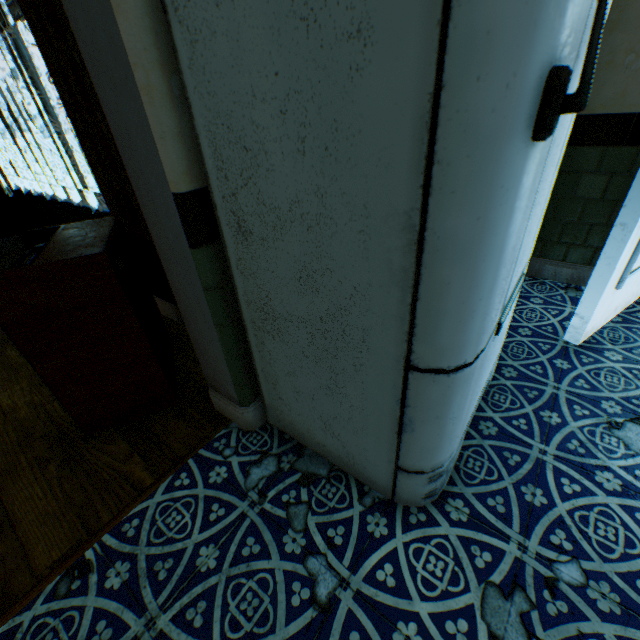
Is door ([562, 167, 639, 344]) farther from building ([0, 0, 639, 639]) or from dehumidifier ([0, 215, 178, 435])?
dehumidifier ([0, 215, 178, 435])

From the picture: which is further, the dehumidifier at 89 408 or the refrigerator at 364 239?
the dehumidifier at 89 408

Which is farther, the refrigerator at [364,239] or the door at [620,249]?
the door at [620,249]

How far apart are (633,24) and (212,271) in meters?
2.6 m

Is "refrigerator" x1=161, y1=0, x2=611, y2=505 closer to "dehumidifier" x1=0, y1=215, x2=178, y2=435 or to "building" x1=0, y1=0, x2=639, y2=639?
"building" x1=0, y1=0, x2=639, y2=639

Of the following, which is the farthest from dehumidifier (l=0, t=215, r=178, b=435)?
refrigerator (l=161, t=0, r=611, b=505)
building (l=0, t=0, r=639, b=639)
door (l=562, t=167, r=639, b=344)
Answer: door (l=562, t=167, r=639, b=344)

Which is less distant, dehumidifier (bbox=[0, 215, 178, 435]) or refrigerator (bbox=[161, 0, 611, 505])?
→ refrigerator (bbox=[161, 0, 611, 505])

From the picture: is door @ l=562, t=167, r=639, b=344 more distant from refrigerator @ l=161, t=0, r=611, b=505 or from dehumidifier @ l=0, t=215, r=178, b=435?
dehumidifier @ l=0, t=215, r=178, b=435
